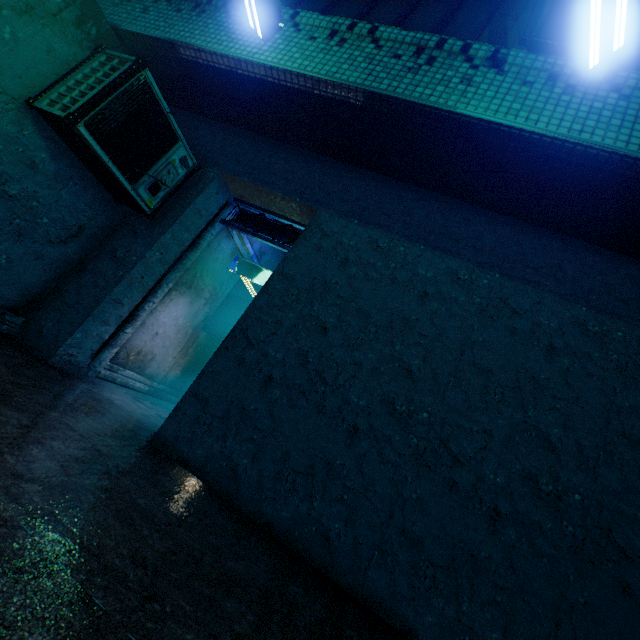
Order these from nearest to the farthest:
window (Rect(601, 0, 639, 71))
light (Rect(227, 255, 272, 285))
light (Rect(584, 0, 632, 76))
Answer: light (Rect(584, 0, 632, 76)), window (Rect(601, 0, 639, 71)), light (Rect(227, 255, 272, 285))

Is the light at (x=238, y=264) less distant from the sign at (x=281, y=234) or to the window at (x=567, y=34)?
the sign at (x=281, y=234)

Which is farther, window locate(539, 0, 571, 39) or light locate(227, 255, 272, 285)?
light locate(227, 255, 272, 285)

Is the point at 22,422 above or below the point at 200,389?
below

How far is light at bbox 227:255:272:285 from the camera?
5.5 meters

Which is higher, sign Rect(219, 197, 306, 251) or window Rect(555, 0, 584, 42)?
window Rect(555, 0, 584, 42)

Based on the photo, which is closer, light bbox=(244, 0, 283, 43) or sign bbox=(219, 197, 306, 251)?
light bbox=(244, 0, 283, 43)

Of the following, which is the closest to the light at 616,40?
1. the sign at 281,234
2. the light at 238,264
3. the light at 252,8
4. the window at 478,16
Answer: the window at 478,16
